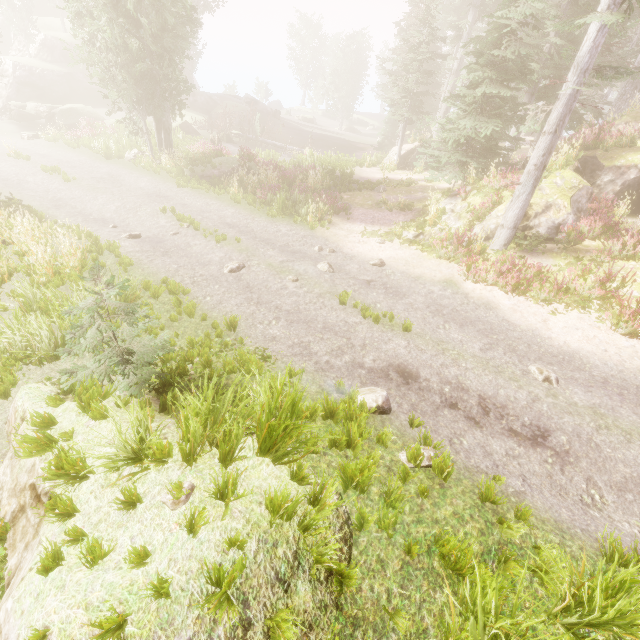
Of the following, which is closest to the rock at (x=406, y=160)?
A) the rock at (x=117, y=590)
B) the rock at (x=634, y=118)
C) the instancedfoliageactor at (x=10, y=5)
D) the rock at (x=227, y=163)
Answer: the instancedfoliageactor at (x=10, y=5)

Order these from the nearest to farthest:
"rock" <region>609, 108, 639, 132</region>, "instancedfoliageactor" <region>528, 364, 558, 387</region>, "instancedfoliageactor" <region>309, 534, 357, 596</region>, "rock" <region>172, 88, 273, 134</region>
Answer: "instancedfoliageactor" <region>309, 534, 357, 596</region> → "instancedfoliageactor" <region>528, 364, 558, 387</region> → "rock" <region>609, 108, 639, 132</region> → "rock" <region>172, 88, 273, 134</region>

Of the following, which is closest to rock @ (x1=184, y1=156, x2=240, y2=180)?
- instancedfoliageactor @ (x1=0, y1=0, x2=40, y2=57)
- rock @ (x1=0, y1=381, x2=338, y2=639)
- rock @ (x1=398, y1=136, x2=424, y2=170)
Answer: instancedfoliageactor @ (x1=0, y1=0, x2=40, y2=57)

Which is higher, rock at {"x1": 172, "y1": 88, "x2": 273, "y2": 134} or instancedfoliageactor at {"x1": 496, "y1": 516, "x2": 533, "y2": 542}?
rock at {"x1": 172, "y1": 88, "x2": 273, "y2": 134}

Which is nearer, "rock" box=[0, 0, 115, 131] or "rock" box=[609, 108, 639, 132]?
"rock" box=[609, 108, 639, 132]

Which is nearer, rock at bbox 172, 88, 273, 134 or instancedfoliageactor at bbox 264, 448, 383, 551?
instancedfoliageactor at bbox 264, 448, 383, 551

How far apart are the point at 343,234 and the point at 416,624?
13.6m

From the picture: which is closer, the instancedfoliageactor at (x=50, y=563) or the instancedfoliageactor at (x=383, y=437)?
the instancedfoliageactor at (x=50, y=563)
